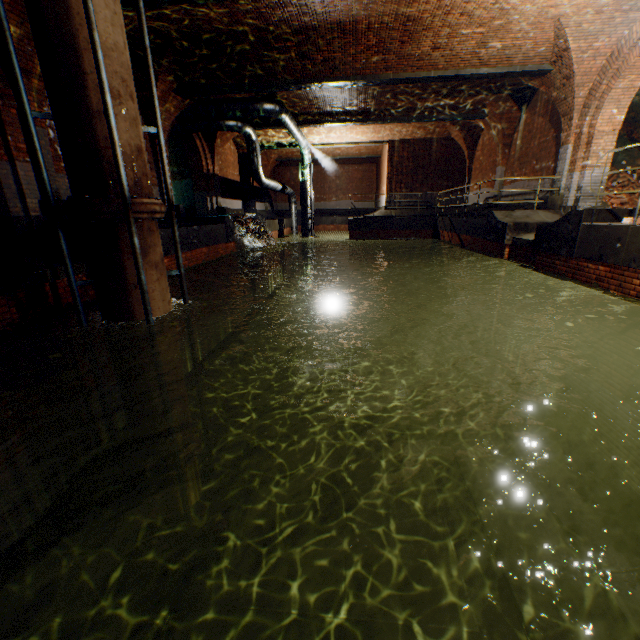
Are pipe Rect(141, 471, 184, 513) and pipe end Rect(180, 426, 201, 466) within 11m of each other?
yes

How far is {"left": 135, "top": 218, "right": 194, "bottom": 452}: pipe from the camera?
4.7m

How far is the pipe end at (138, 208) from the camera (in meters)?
4.38

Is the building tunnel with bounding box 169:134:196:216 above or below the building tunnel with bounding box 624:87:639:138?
below

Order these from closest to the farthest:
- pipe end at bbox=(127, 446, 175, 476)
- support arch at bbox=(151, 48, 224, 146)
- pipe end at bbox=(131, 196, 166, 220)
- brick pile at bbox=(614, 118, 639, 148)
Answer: pipe end at bbox=(131, 196, 166, 220), pipe end at bbox=(127, 446, 175, 476), support arch at bbox=(151, 48, 224, 146), brick pile at bbox=(614, 118, 639, 148)

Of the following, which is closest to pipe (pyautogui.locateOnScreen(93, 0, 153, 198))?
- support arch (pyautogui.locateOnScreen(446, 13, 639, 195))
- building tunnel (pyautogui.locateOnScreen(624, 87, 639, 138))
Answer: support arch (pyautogui.locateOnScreen(446, 13, 639, 195))

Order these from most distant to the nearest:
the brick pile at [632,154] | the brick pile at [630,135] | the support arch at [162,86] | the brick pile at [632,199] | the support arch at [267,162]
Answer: the support arch at [267,162] < the brick pile at [630,135] < the brick pile at [632,154] < the brick pile at [632,199] < the support arch at [162,86]

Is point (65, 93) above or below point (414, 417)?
above
